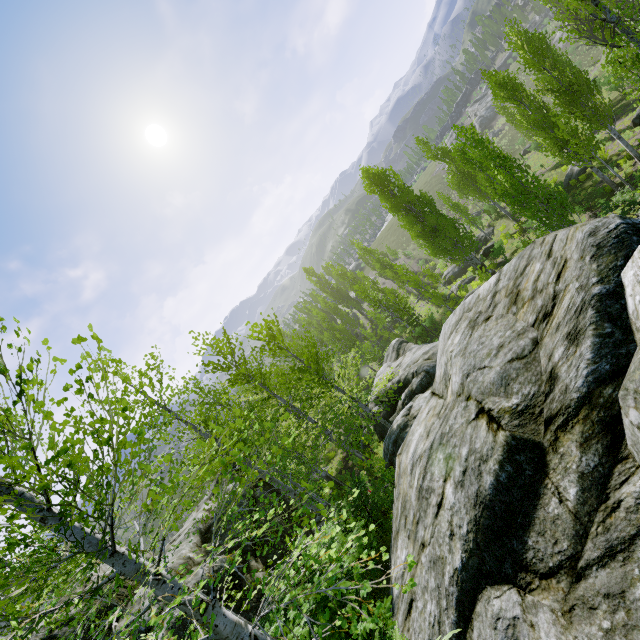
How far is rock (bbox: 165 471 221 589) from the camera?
9.8 meters

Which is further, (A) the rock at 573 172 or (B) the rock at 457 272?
(B) the rock at 457 272

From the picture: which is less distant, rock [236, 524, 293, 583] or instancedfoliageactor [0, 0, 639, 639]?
instancedfoliageactor [0, 0, 639, 639]

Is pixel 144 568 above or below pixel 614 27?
above

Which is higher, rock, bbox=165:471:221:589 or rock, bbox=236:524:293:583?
rock, bbox=165:471:221:589

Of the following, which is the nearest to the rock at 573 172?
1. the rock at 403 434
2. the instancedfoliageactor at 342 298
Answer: the instancedfoliageactor at 342 298

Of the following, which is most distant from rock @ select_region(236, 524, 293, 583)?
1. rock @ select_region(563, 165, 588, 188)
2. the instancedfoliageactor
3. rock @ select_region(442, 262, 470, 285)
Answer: rock @ select_region(563, 165, 588, 188)
